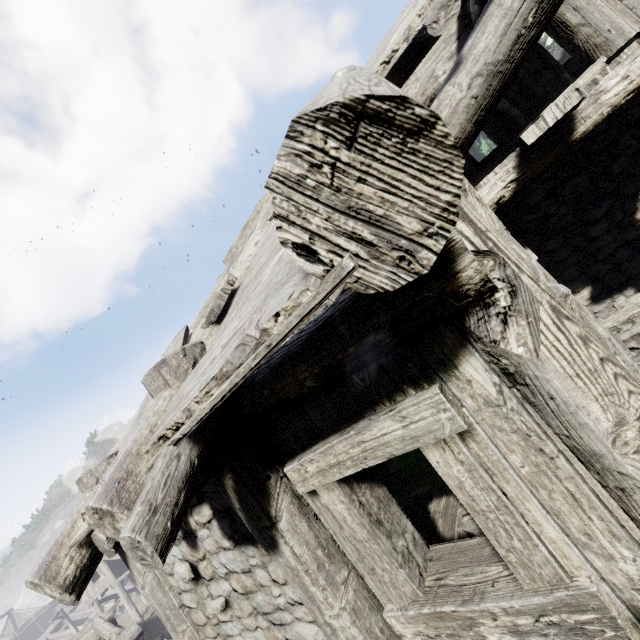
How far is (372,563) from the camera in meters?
2.3
